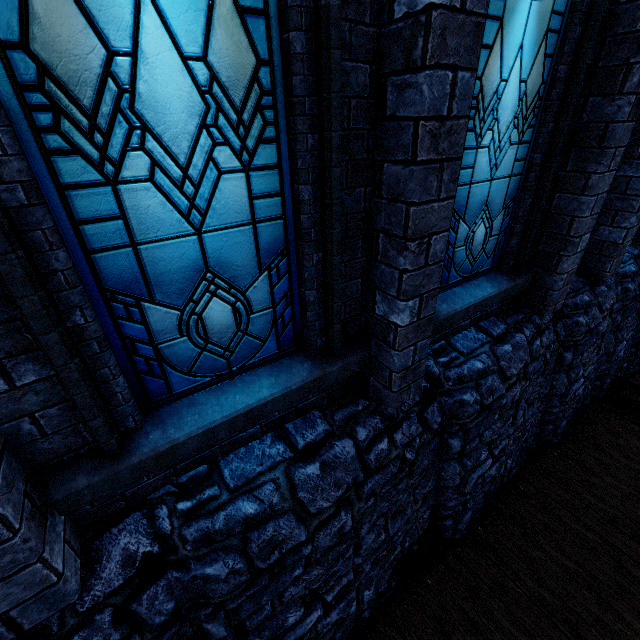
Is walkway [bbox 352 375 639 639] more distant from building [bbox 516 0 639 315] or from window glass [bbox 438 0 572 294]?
window glass [bbox 438 0 572 294]

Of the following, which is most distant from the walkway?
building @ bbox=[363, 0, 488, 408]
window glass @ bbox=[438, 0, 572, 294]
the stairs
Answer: window glass @ bbox=[438, 0, 572, 294]

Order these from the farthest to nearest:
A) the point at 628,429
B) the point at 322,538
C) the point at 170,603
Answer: the point at 628,429
the point at 322,538
the point at 170,603

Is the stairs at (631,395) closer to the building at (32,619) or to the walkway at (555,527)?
the walkway at (555,527)

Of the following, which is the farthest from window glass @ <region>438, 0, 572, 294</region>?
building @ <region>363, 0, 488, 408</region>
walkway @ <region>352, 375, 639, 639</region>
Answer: walkway @ <region>352, 375, 639, 639</region>

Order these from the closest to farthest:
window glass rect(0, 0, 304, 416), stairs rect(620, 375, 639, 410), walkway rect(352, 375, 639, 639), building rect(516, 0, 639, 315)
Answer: window glass rect(0, 0, 304, 416) → building rect(516, 0, 639, 315) → walkway rect(352, 375, 639, 639) → stairs rect(620, 375, 639, 410)

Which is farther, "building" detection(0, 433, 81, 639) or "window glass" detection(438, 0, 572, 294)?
"window glass" detection(438, 0, 572, 294)

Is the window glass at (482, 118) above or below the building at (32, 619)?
above
